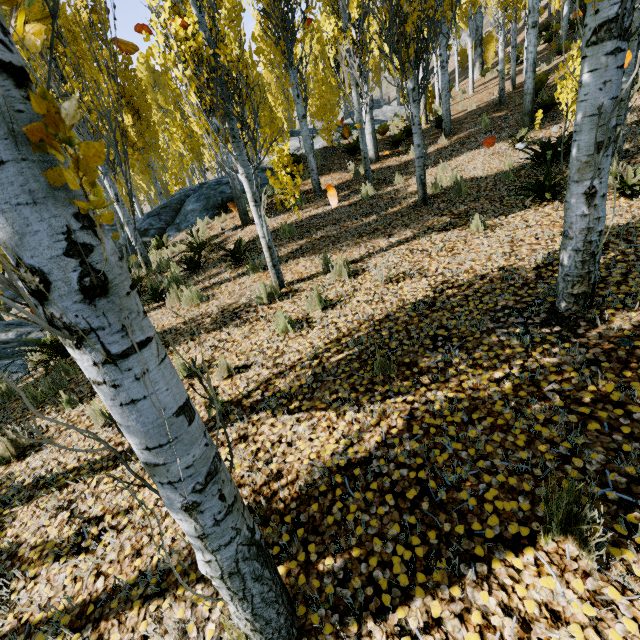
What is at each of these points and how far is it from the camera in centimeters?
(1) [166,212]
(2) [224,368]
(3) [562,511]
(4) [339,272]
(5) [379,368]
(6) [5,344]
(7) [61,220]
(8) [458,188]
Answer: (1) rock, 1250cm
(2) instancedfoliageactor, 396cm
(3) instancedfoliageactor, 170cm
(4) instancedfoliageactor, 519cm
(5) instancedfoliageactor, 312cm
(6) rock, 800cm
(7) instancedfoliageactor, 83cm
(8) instancedfoliageactor, 662cm

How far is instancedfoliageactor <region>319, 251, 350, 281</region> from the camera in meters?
5.1

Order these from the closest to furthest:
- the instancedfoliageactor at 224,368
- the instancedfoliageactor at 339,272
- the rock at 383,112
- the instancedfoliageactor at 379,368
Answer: the instancedfoliageactor at 379,368 → the instancedfoliageactor at 224,368 → the instancedfoliageactor at 339,272 → the rock at 383,112

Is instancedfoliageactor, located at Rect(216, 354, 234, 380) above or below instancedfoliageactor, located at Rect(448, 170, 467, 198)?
below

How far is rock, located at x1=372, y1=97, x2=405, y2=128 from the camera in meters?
16.5 m

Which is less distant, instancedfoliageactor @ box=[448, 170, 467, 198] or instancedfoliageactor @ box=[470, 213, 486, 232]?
instancedfoliageactor @ box=[470, 213, 486, 232]

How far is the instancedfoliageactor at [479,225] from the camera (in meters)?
5.10
